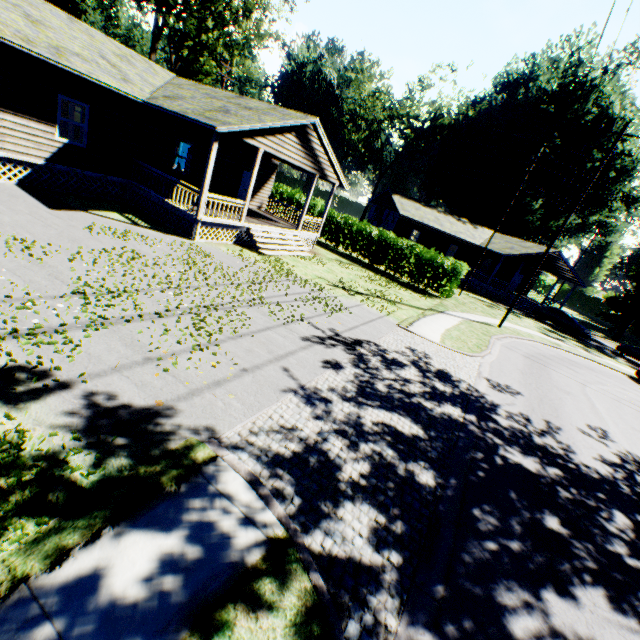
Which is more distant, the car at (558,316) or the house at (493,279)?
the house at (493,279)

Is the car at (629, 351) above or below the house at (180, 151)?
below

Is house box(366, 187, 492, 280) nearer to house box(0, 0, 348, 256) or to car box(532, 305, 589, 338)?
car box(532, 305, 589, 338)

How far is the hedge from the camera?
21.98m

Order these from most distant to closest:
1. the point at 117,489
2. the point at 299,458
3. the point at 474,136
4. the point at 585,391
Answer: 1. the point at 474,136
2. the point at 585,391
3. the point at 299,458
4. the point at 117,489

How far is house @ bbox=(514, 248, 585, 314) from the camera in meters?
32.9

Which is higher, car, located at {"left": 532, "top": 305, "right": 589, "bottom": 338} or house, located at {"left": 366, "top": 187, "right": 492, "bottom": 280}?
house, located at {"left": 366, "top": 187, "right": 492, "bottom": 280}

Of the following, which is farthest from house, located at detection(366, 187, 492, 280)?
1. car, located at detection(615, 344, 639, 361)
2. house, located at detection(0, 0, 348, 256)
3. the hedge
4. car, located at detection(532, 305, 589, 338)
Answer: house, located at detection(0, 0, 348, 256)
